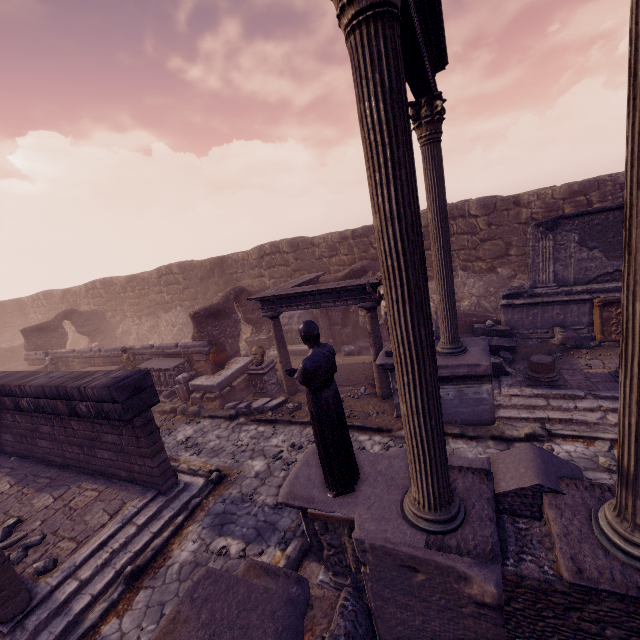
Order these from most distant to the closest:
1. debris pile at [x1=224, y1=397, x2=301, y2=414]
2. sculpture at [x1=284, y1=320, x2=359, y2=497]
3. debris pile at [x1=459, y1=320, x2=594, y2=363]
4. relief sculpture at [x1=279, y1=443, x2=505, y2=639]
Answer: debris pile at [x1=224, y1=397, x2=301, y2=414] < debris pile at [x1=459, y1=320, x2=594, y2=363] < sculpture at [x1=284, y1=320, x2=359, y2=497] < relief sculpture at [x1=279, y1=443, x2=505, y2=639]

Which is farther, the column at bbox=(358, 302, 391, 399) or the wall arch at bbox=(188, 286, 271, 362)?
the wall arch at bbox=(188, 286, 271, 362)

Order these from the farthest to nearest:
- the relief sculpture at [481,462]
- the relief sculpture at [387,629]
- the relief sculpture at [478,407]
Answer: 1. the relief sculpture at [478,407]
2. the relief sculpture at [481,462]
3. the relief sculpture at [387,629]

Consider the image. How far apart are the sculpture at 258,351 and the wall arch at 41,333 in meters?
15.3

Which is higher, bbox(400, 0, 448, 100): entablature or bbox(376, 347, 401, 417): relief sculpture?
bbox(400, 0, 448, 100): entablature

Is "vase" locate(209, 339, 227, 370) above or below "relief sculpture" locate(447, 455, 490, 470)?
below

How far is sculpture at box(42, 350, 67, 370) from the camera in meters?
15.5 m

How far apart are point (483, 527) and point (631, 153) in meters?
3.6 m
